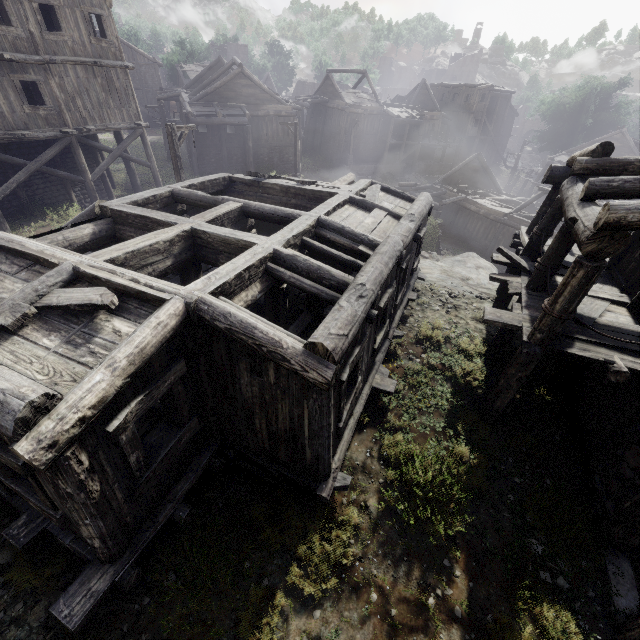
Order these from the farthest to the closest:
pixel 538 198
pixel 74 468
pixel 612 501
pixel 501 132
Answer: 1. pixel 501 132
2. pixel 538 198
3. pixel 612 501
4. pixel 74 468

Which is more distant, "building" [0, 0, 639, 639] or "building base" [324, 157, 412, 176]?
"building base" [324, 157, 412, 176]

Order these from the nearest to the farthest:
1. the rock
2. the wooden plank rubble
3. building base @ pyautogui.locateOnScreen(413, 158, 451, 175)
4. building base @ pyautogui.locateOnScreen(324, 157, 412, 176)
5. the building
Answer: the building, the rock, building base @ pyautogui.locateOnScreen(324, 157, 412, 176), building base @ pyautogui.locateOnScreen(413, 158, 451, 175), the wooden plank rubble

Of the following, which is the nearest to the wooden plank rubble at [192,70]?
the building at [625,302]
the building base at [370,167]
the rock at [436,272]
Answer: the building base at [370,167]

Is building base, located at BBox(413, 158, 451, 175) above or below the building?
below

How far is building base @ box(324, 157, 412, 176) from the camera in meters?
37.7

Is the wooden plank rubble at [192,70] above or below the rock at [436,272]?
above

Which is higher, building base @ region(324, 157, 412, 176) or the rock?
the rock
